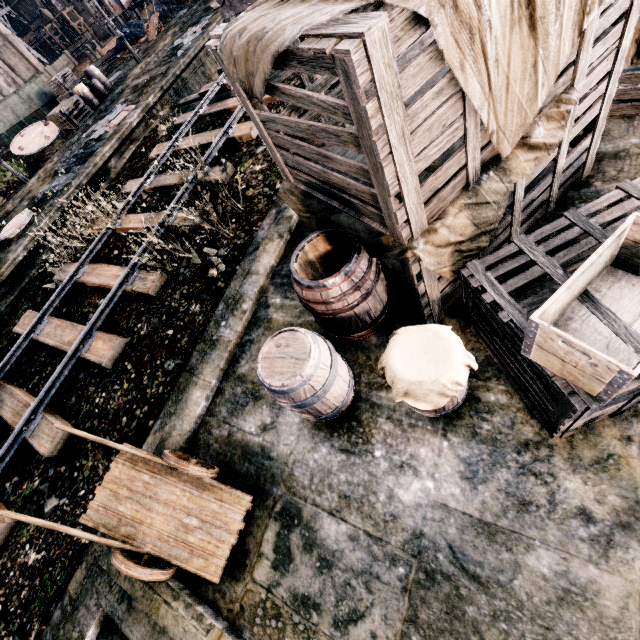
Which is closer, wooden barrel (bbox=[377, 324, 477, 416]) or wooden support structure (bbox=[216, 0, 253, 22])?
wooden barrel (bbox=[377, 324, 477, 416])

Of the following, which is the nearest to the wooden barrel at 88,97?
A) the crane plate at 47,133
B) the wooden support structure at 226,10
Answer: the crane plate at 47,133

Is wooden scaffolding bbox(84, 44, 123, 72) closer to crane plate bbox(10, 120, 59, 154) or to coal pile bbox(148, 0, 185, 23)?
coal pile bbox(148, 0, 185, 23)

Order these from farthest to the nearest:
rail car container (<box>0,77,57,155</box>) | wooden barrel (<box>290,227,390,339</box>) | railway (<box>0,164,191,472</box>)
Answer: rail car container (<box>0,77,57,155</box>) < railway (<box>0,164,191,472</box>) < wooden barrel (<box>290,227,390,339</box>)

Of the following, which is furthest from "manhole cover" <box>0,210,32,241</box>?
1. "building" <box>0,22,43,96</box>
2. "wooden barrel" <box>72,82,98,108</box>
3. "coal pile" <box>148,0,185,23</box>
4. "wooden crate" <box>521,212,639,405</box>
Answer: "building" <box>0,22,43,96</box>

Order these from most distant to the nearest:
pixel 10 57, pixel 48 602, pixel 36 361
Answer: pixel 10 57
pixel 36 361
pixel 48 602

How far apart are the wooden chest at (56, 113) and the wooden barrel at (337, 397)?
23.8m

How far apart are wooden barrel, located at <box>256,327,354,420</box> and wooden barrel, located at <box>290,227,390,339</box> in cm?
25
